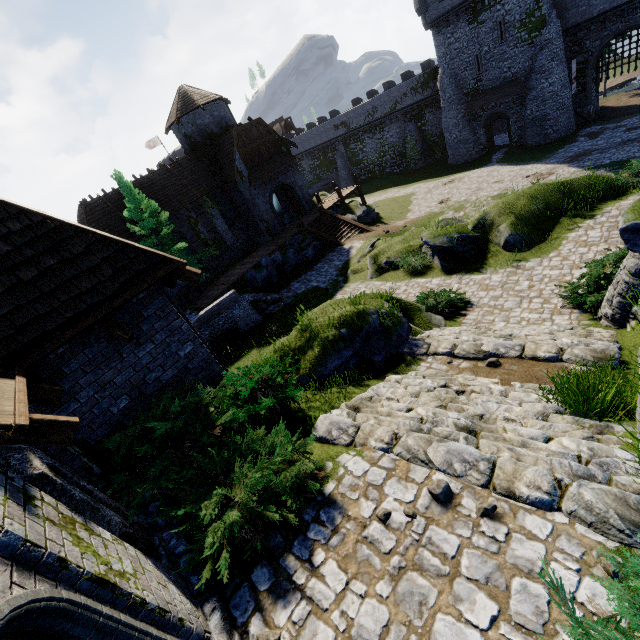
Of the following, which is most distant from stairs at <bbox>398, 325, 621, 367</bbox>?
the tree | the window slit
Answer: the tree

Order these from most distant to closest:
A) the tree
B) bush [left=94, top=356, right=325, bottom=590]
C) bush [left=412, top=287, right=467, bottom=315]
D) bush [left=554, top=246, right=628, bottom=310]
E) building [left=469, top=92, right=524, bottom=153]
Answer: building [left=469, top=92, right=524, bottom=153] < the tree < bush [left=412, top=287, right=467, bottom=315] < bush [left=554, top=246, right=628, bottom=310] < bush [left=94, top=356, right=325, bottom=590]

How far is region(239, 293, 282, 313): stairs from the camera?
21.8m

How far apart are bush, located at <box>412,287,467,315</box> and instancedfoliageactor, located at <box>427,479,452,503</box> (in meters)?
9.16

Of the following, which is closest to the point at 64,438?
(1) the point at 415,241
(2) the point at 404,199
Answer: (1) the point at 415,241

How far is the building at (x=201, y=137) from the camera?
26.33m

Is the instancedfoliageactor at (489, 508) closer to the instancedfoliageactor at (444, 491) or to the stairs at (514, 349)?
the instancedfoliageactor at (444, 491)

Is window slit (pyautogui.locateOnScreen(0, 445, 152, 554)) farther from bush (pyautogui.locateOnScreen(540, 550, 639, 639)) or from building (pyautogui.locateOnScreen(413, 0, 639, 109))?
building (pyautogui.locateOnScreen(413, 0, 639, 109))
